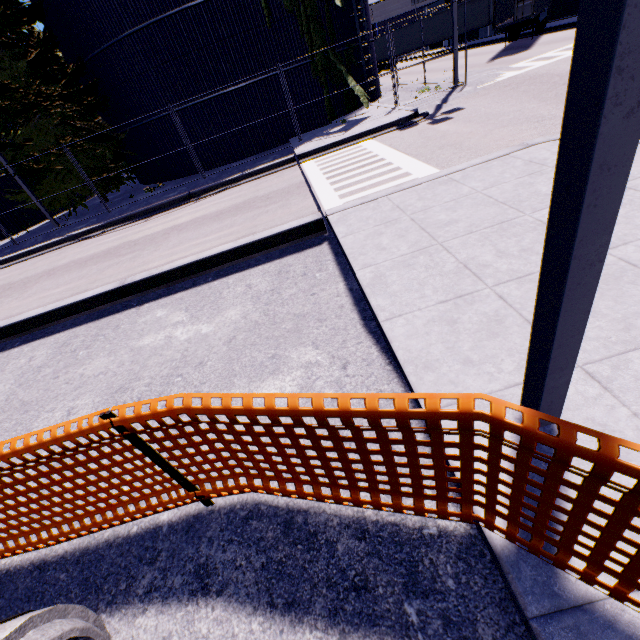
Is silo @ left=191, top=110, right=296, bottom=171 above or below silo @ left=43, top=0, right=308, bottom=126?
below

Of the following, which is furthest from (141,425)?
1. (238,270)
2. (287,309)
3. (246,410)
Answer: (238,270)

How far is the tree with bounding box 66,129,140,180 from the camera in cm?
1639

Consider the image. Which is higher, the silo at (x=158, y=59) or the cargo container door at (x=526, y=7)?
the silo at (x=158, y=59)

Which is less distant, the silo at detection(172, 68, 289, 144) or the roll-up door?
the silo at detection(172, 68, 289, 144)

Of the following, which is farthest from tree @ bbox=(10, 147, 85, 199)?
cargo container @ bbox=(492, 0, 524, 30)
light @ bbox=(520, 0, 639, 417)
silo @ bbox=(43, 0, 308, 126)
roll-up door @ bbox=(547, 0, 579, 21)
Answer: light @ bbox=(520, 0, 639, 417)

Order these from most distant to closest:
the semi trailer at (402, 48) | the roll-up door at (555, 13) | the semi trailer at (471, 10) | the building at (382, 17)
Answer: the building at (382, 17)
the semi trailer at (402, 48)
the semi trailer at (471, 10)
the roll-up door at (555, 13)

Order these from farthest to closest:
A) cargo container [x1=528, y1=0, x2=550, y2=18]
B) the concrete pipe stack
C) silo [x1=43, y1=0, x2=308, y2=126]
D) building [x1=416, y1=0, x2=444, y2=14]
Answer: A:
1. building [x1=416, y1=0, x2=444, y2=14]
2. cargo container [x1=528, y1=0, x2=550, y2=18]
3. silo [x1=43, y1=0, x2=308, y2=126]
4. the concrete pipe stack
